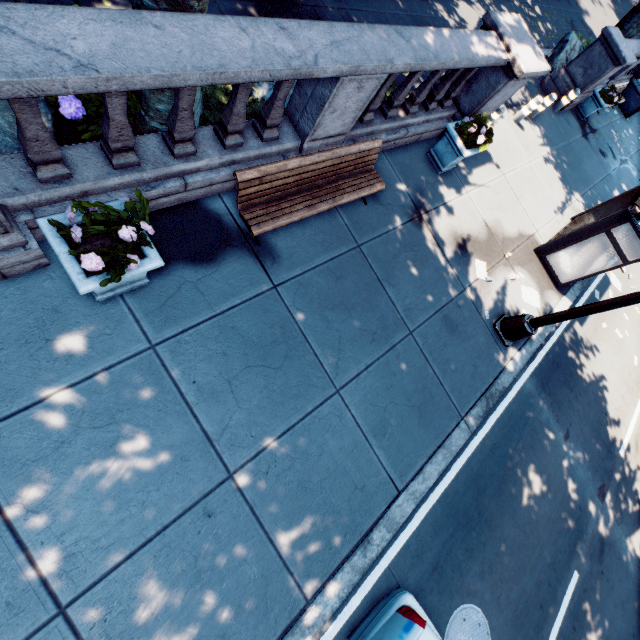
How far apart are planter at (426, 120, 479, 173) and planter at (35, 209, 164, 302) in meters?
6.7

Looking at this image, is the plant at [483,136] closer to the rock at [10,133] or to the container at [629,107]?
the rock at [10,133]

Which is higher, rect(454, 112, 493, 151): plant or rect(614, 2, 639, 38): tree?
rect(614, 2, 639, 38): tree

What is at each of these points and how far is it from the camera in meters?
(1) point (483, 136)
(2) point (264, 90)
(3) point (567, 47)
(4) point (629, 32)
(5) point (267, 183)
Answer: (1) plant, 6.8 m
(2) rock, 5.5 m
(3) rock, 13.0 m
(4) tree, 14.2 m
(5) bench, 4.5 m

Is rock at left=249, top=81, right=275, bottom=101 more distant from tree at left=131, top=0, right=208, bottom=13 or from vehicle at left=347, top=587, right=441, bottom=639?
vehicle at left=347, top=587, right=441, bottom=639

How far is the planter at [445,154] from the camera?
6.98m

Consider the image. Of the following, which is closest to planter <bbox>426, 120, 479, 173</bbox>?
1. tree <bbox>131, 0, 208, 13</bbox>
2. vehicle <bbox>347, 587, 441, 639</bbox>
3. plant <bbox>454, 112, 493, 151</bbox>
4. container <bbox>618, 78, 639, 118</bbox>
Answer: plant <bbox>454, 112, 493, 151</bbox>

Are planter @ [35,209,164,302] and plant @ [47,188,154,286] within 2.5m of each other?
yes
